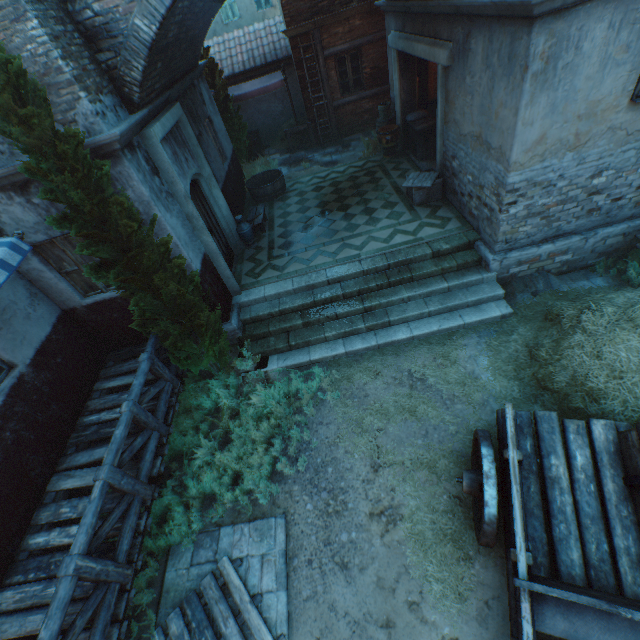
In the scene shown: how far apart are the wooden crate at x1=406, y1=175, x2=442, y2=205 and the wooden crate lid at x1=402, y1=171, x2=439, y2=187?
0.03m

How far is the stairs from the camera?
6.94m

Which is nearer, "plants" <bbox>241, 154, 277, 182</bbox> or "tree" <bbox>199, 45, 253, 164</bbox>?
"tree" <bbox>199, 45, 253, 164</bbox>

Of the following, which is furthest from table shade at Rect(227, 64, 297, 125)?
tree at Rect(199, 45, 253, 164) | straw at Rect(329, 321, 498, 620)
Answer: straw at Rect(329, 321, 498, 620)

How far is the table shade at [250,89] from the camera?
12.4 meters

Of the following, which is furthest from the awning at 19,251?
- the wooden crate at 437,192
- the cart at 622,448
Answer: the wooden crate at 437,192

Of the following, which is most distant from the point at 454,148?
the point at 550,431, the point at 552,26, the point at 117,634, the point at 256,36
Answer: the point at 256,36

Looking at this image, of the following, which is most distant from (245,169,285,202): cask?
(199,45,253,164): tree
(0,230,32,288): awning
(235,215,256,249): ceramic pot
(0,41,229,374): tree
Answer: (0,230,32,288): awning
